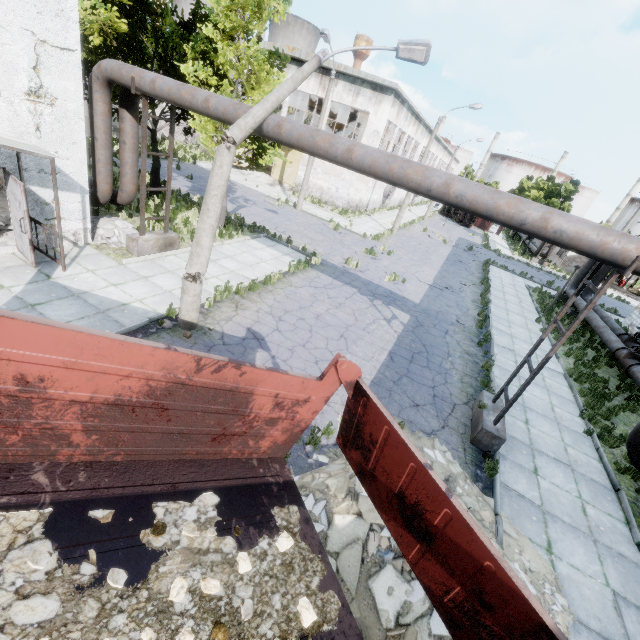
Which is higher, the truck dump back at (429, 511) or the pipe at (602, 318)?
the truck dump back at (429, 511)

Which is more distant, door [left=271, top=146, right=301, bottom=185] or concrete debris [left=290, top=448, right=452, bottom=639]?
door [left=271, top=146, right=301, bottom=185]

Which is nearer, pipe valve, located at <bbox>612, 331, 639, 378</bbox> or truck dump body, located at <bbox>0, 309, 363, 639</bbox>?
truck dump body, located at <bbox>0, 309, 363, 639</bbox>

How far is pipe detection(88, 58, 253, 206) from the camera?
8.1 meters

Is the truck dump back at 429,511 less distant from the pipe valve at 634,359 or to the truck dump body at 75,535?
the truck dump body at 75,535

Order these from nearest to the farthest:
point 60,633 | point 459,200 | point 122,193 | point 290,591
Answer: point 60,633 → point 290,591 → point 459,200 → point 122,193

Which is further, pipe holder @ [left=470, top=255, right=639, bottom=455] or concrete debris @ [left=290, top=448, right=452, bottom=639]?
pipe holder @ [left=470, top=255, right=639, bottom=455]

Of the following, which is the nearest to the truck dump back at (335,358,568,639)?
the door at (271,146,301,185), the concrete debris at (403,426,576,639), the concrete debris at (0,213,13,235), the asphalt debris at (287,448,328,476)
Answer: the concrete debris at (403,426,576,639)
